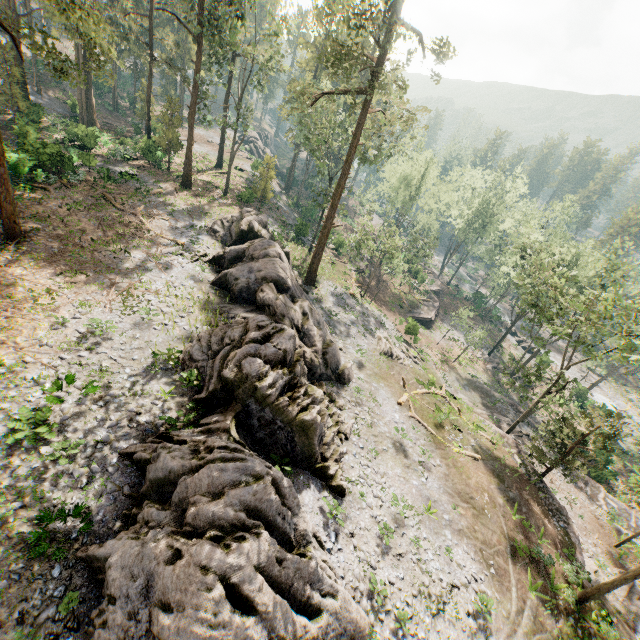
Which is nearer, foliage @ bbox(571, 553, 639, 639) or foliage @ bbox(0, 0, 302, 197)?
foliage @ bbox(571, 553, 639, 639)

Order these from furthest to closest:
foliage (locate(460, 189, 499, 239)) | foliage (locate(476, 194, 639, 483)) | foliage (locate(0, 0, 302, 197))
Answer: foliage (locate(460, 189, 499, 239))
foliage (locate(476, 194, 639, 483))
foliage (locate(0, 0, 302, 197))

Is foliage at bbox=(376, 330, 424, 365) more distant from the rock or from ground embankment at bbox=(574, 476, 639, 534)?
ground embankment at bbox=(574, 476, 639, 534)

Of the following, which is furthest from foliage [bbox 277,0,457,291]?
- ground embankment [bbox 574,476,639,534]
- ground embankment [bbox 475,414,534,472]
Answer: ground embankment [bbox 574,476,639,534]

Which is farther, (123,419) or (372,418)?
(372,418)

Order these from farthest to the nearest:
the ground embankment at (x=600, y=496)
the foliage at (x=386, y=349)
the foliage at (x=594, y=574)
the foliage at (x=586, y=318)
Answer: the foliage at (x=386, y=349) → the ground embankment at (x=600, y=496) → the foliage at (x=586, y=318) → the foliage at (x=594, y=574)

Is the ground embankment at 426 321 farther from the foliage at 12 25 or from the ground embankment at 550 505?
the ground embankment at 550 505

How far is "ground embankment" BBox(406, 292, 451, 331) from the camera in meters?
47.5 m
